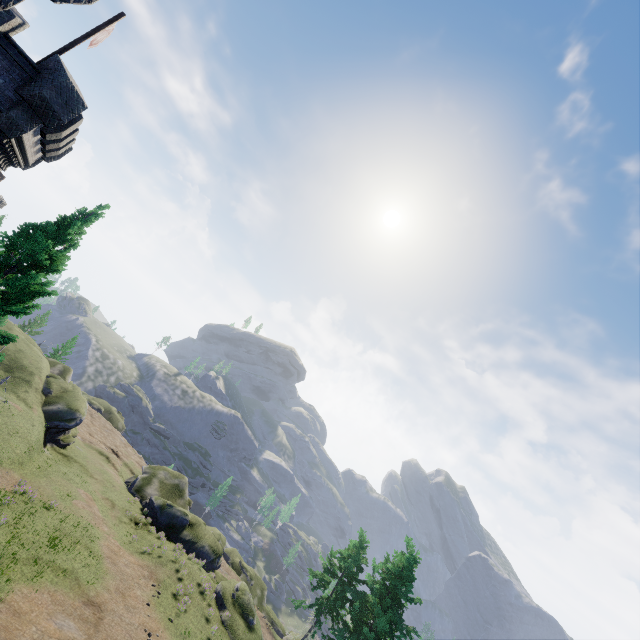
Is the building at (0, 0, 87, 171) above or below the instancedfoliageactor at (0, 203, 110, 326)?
above

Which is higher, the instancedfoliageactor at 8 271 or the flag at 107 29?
the flag at 107 29

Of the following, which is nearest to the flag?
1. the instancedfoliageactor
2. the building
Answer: the building

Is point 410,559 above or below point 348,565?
above

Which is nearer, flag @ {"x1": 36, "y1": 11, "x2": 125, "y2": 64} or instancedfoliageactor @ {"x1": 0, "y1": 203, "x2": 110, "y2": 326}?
instancedfoliageactor @ {"x1": 0, "y1": 203, "x2": 110, "y2": 326}

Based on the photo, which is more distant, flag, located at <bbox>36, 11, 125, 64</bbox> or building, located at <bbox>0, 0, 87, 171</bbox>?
flag, located at <bbox>36, 11, 125, 64</bbox>

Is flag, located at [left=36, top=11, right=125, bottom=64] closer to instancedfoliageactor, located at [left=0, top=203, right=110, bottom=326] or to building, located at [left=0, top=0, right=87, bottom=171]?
building, located at [left=0, top=0, right=87, bottom=171]

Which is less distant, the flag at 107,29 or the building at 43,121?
the building at 43,121
